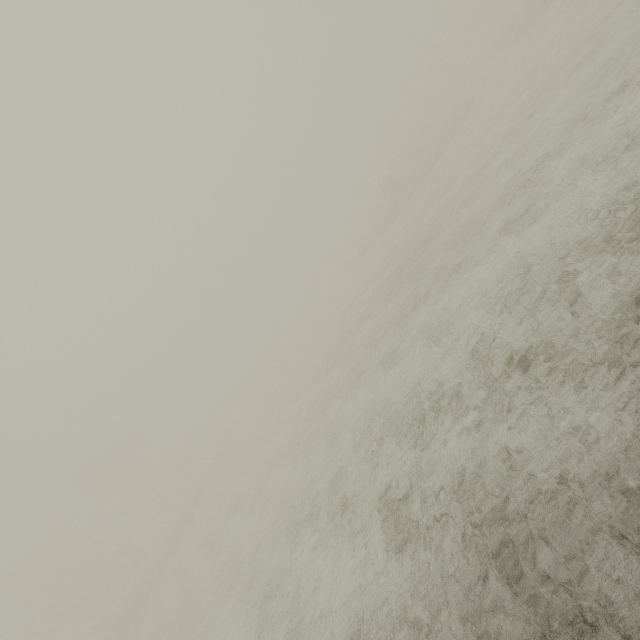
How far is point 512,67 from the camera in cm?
2100
